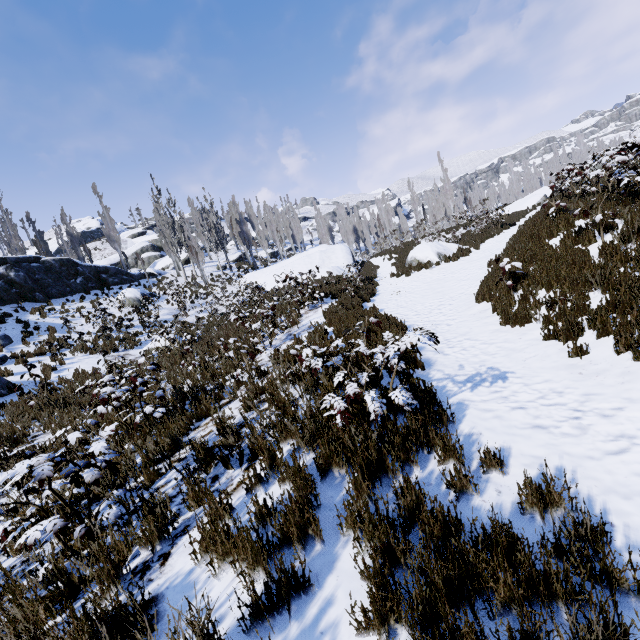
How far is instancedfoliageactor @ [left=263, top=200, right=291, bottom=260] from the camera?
50.3 meters

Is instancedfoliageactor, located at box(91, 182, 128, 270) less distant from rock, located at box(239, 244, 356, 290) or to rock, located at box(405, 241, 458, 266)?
rock, located at box(239, 244, 356, 290)

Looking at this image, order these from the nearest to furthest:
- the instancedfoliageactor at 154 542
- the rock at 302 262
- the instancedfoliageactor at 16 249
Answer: the instancedfoliageactor at 154 542
the rock at 302 262
the instancedfoliageactor at 16 249

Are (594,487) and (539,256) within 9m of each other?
yes

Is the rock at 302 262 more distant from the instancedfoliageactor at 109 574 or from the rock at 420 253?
the rock at 420 253

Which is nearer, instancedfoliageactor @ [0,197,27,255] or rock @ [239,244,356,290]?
rock @ [239,244,356,290]

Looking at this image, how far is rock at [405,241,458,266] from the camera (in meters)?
17.03

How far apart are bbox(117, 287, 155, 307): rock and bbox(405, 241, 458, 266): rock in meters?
18.4
